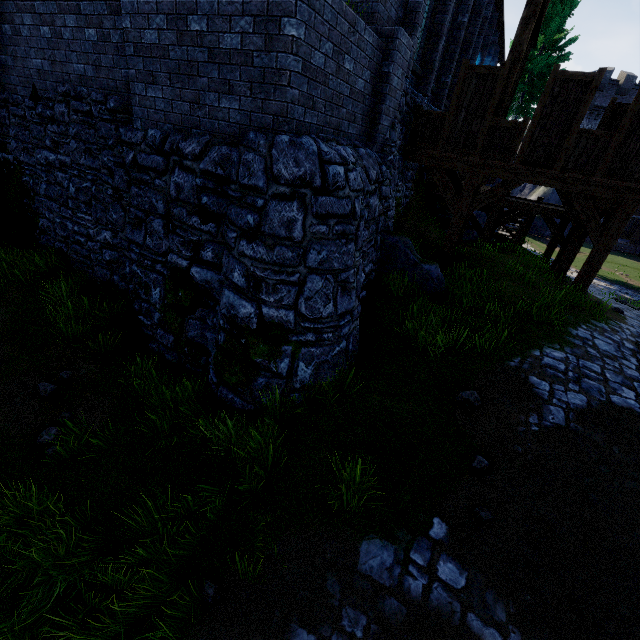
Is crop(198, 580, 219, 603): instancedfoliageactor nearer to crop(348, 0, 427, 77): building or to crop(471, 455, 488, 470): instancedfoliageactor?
crop(471, 455, 488, 470): instancedfoliageactor

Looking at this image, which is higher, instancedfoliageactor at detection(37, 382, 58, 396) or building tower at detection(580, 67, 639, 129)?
building tower at detection(580, 67, 639, 129)

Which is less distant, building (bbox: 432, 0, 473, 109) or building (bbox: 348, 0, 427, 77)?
building (bbox: 348, 0, 427, 77)

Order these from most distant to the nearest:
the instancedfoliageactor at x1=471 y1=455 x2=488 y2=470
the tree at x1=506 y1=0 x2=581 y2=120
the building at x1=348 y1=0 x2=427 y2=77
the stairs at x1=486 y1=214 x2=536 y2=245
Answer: the tree at x1=506 y1=0 x2=581 y2=120, the stairs at x1=486 y1=214 x2=536 y2=245, the building at x1=348 y1=0 x2=427 y2=77, the instancedfoliageactor at x1=471 y1=455 x2=488 y2=470

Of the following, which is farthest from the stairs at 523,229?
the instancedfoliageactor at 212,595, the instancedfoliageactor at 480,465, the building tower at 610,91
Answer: the building tower at 610,91

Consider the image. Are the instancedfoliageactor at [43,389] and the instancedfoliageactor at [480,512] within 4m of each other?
no

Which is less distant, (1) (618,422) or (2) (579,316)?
(1) (618,422)

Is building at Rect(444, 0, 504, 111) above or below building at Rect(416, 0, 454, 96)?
above
